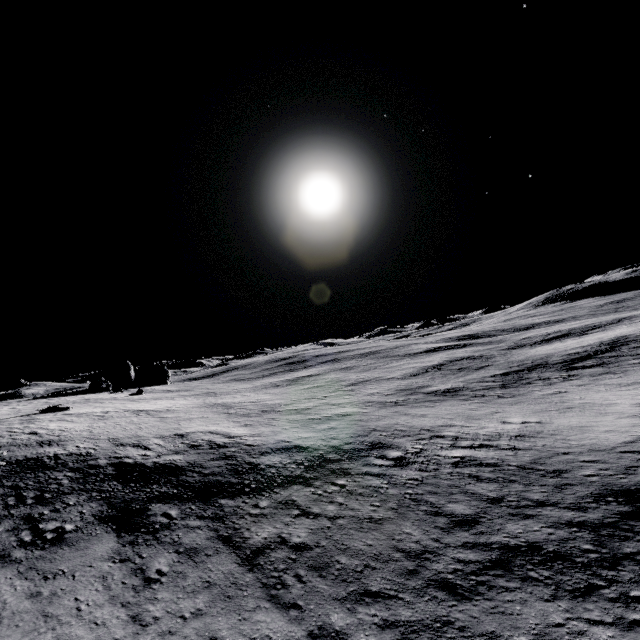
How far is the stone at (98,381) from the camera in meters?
46.7

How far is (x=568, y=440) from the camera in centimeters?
1736cm

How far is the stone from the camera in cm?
4672
